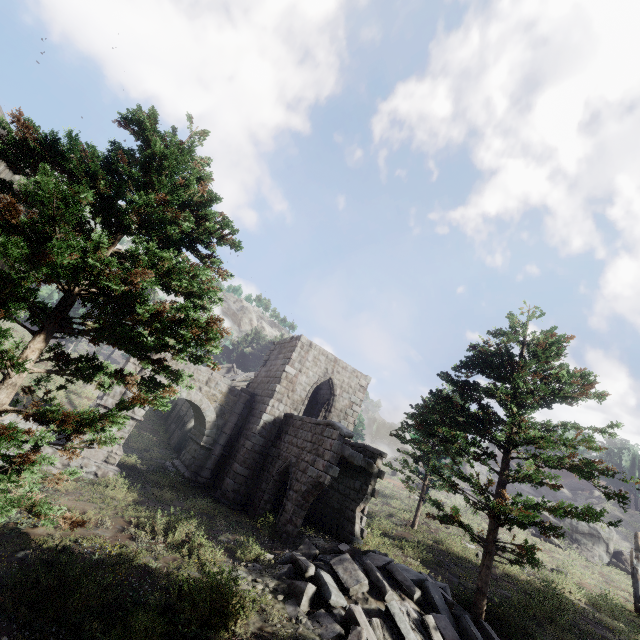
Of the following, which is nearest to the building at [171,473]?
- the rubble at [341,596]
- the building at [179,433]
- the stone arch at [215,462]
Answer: the stone arch at [215,462]

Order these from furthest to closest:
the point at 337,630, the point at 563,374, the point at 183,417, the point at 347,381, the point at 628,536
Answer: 1. the point at 628,536
2. the point at 183,417
3. the point at 347,381
4. the point at 563,374
5. the point at 337,630

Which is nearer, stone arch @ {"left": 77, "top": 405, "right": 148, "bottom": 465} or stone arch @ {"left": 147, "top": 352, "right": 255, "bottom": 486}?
stone arch @ {"left": 77, "top": 405, "right": 148, "bottom": 465}

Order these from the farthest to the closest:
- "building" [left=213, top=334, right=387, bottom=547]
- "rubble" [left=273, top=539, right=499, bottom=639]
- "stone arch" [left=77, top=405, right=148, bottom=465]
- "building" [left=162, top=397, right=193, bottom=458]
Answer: "building" [left=162, top=397, right=193, bottom=458]
"stone arch" [left=77, top=405, right=148, bottom=465]
"building" [left=213, top=334, right=387, bottom=547]
"rubble" [left=273, top=539, right=499, bottom=639]

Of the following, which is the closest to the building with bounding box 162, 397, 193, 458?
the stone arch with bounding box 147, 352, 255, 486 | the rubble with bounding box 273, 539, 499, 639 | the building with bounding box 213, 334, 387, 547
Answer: the building with bounding box 213, 334, 387, 547

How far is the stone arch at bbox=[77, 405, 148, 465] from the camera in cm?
1502

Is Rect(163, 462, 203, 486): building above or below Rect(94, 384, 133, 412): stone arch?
below

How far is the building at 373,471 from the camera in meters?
13.3
